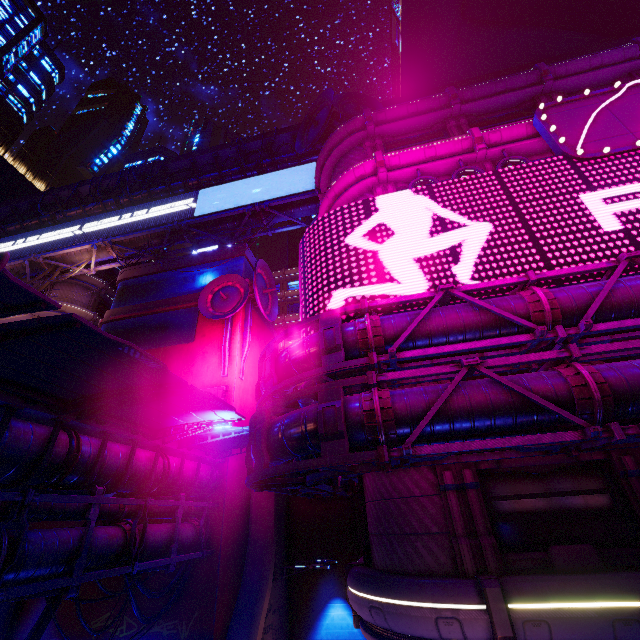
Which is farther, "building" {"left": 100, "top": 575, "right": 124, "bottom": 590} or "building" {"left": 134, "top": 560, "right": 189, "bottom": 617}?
"building" {"left": 100, "top": 575, "right": 124, "bottom": 590}

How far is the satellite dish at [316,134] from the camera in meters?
22.3 m

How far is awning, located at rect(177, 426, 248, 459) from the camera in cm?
1512

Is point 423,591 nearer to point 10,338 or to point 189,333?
point 10,338

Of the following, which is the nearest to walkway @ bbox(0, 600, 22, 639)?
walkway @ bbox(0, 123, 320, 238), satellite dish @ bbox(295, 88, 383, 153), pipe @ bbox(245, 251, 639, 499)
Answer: pipe @ bbox(245, 251, 639, 499)

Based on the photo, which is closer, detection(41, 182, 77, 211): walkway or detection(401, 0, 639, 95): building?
detection(401, 0, 639, 95): building

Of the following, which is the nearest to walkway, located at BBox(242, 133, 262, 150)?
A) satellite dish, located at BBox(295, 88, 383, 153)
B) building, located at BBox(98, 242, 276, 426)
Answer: building, located at BBox(98, 242, 276, 426)

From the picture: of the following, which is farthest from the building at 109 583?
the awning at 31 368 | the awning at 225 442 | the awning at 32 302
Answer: the awning at 32 302
